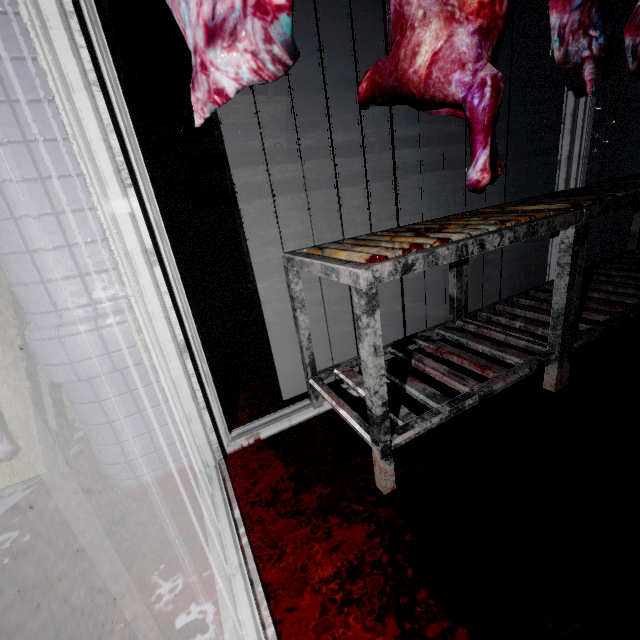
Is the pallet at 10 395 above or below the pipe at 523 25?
below

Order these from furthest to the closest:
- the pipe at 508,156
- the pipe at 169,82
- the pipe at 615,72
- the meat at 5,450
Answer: the pipe at 615,72 → the pipe at 508,156 → the pipe at 169,82 → the meat at 5,450

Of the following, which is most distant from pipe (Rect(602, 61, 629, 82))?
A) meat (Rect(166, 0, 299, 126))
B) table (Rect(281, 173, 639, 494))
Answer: table (Rect(281, 173, 639, 494))

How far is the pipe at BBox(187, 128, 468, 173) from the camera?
3.76m

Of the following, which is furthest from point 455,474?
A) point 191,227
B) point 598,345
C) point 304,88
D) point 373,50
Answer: point 373,50

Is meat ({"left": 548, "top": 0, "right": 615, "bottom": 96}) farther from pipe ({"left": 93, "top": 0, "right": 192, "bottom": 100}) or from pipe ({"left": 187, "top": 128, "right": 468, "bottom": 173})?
pipe ({"left": 187, "top": 128, "right": 468, "bottom": 173})
